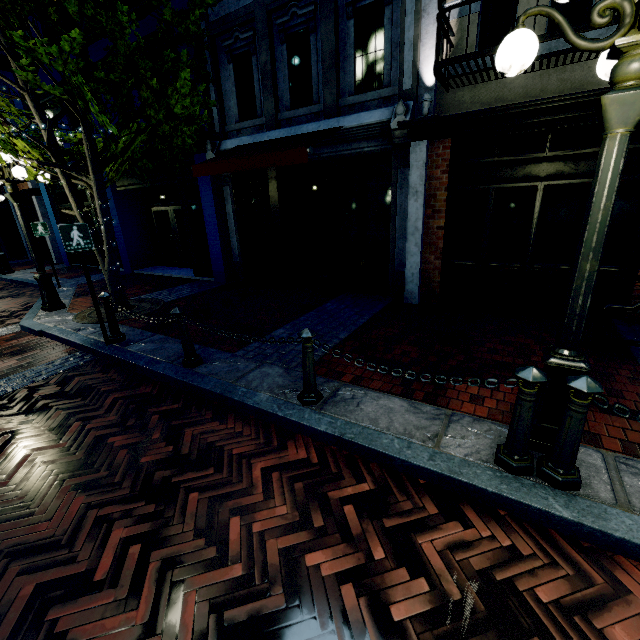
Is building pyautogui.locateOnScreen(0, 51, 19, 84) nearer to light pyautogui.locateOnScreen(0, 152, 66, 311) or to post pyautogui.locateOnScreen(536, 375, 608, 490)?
light pyautogui.locateOnScreen(0, 152, 66, 311)

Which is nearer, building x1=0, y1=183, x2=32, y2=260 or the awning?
the awning

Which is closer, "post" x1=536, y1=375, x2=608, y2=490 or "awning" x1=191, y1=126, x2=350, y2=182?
"post" x1=536, y1=375, x2=608, y2=490

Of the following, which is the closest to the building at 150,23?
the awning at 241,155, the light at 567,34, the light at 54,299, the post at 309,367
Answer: the awning at 241,155

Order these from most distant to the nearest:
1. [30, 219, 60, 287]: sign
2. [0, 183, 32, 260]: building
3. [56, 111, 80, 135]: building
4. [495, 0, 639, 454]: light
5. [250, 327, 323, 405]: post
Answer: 1. [0, 183, 32, 260]: building
2. [56, 111, 80, 135]: building
3. [30, 219, 60, 287]: sign
4. [250, 327, 323, 405]: post
5. [495, 0, 639, 454]: light

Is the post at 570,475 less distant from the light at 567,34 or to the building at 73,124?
the light at 567,34

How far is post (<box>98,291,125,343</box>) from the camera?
5.29m

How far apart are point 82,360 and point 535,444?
6.3m
